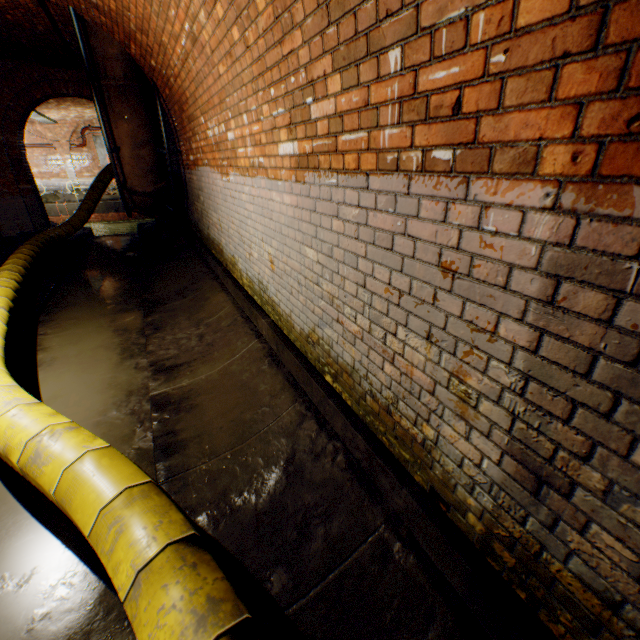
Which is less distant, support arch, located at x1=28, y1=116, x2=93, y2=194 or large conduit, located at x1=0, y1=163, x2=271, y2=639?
large conduit, located at x1=0, y1=163, x2=271, y2=639

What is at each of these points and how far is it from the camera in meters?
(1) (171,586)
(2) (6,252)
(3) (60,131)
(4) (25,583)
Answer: (1) large conduit, 1.4
(2) building tunnel, 8.0
(3) support arch, 19.4
(4) building tunnel, 2.1

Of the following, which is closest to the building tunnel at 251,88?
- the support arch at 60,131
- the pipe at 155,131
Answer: the pipe at 155,131

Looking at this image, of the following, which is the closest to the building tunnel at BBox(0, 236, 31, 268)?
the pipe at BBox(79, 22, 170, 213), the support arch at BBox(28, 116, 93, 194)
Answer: the pipe at BBox(79, 22, 170, 213)

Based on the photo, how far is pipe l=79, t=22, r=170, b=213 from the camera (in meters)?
5.87

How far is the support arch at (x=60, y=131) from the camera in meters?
18.9

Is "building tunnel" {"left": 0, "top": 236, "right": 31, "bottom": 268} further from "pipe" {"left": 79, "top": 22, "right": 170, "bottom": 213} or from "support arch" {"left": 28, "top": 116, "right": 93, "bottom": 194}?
"support arch" {"left": 28, "top": 116, "right": 93, "bottom": 194}
